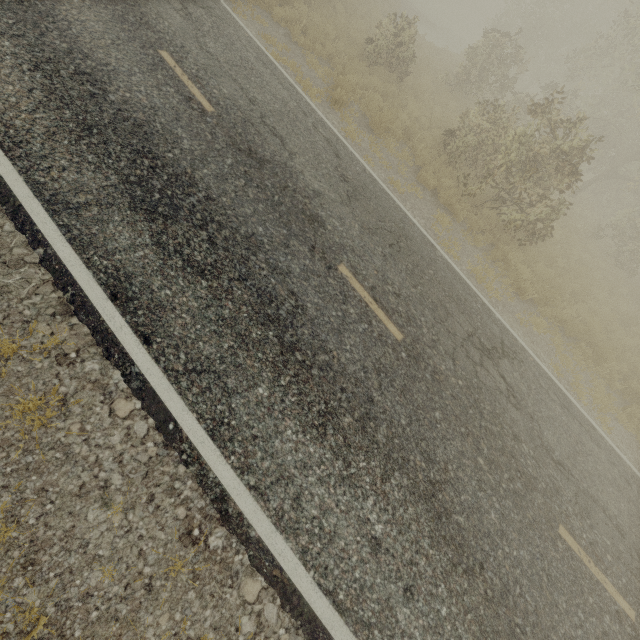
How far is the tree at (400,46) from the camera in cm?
1229

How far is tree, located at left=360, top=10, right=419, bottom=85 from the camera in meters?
12.3 m

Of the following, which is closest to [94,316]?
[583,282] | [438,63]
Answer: [583,282]
